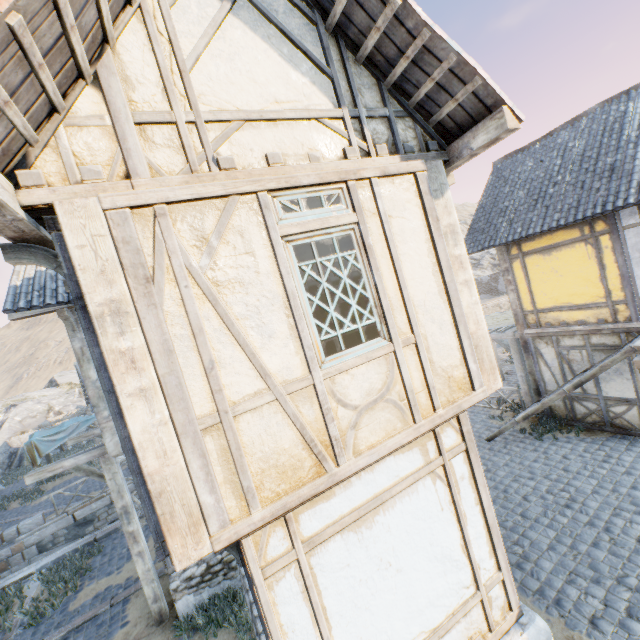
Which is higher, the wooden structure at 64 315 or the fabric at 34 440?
the wooden structure at 64 315

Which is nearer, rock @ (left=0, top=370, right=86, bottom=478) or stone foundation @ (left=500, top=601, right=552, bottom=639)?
stone foundation @ (left=500, top=601, right=552, bottom=639)

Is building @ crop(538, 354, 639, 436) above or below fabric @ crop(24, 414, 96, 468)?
below

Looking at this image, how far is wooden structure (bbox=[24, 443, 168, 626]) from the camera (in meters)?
6.46

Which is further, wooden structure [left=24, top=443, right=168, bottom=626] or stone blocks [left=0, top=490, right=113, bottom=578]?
stone blocks [left=0, top=490, right=113, bottom=578]

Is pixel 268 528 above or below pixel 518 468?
above

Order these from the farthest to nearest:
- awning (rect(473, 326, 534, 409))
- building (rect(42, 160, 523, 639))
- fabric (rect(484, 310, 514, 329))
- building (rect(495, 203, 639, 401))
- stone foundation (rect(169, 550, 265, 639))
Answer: fabric (rect(484, 310, 514, 329)) < awning (rect(473, 326, 534, 409)) < building (rect(495, 203, 639, 401)) < stone foundation (rect(169, 550, 265, 639)) < building (rect(42, 160, 523, 639))

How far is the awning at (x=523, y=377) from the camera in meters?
10.6
